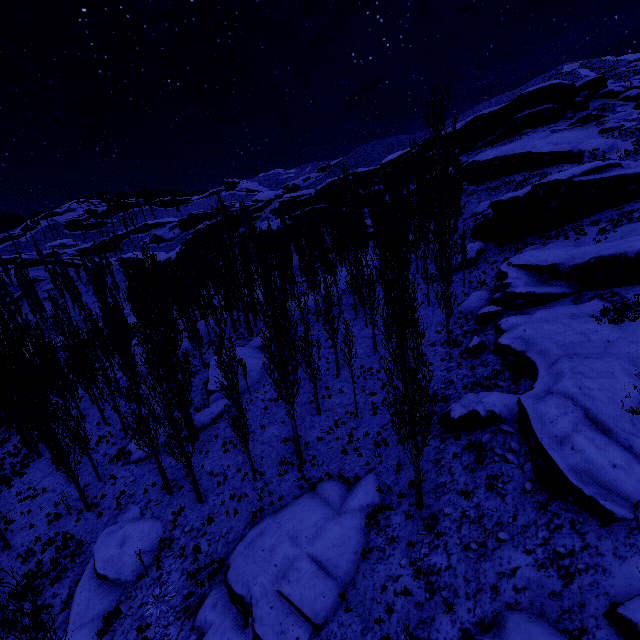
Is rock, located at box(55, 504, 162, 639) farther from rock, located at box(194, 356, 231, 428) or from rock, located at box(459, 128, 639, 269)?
rock, located at box(459, 128, 639, 269)

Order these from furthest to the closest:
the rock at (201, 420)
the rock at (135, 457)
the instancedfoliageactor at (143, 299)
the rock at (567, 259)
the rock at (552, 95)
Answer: the rock at (552, 95), the rock at (201, 420), the rock at (135, 457), the rock at (567, 259), the instancedfoliageactor at (143, 299)

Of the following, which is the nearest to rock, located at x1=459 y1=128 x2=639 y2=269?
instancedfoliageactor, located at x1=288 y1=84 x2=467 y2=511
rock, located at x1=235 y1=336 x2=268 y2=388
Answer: instancedfoliageactor, located at x1=288 y1=84 x2=467 y2=511

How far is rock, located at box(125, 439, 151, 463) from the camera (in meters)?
21.05

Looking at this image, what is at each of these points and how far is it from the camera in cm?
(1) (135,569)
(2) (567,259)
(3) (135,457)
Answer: (1) rock, 1427
(2) rock, 2119
(3) rock, 2116

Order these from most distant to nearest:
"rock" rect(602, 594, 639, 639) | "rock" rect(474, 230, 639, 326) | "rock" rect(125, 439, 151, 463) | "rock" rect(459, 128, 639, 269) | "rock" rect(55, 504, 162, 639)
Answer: "rock" rect(459, 128, 639, 269), "rock" rect(125, 439, 151, 463), "rock" rect(474, 230, 639, 326), "rock" rect(55, 504, 162, 639), "rock" rect(602, 594, 639, 639)

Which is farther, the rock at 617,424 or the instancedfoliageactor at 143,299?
the instancedfoliageactor at 143,299

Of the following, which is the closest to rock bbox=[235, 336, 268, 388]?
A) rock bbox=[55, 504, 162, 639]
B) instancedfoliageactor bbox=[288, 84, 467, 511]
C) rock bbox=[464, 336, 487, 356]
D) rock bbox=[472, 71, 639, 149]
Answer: instancedfoliageactor bbox=[288, 84, 467, 511]
